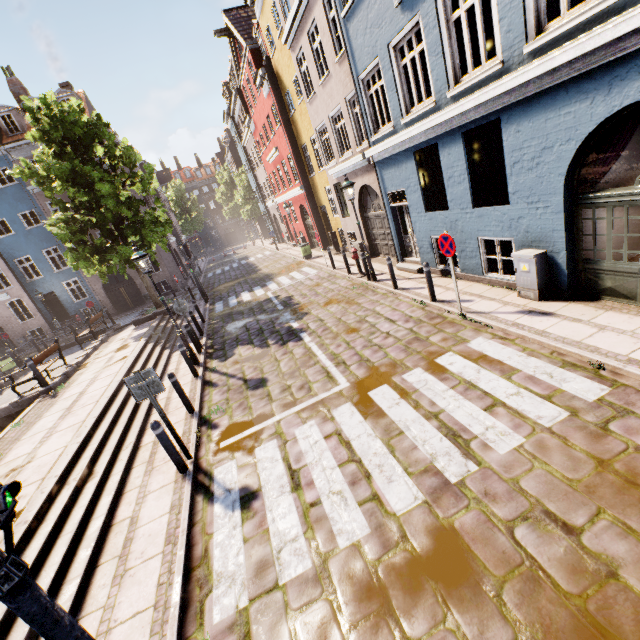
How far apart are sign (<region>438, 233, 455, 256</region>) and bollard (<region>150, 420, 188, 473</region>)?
6.7 meters

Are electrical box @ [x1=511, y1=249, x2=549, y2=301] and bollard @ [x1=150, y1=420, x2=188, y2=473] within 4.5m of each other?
no

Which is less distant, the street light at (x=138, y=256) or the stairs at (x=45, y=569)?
the stairs at (x=45, y=569)

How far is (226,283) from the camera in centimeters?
2384cm

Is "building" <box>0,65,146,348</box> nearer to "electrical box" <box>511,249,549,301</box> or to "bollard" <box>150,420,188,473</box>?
"bollard" <box>150,420,188,473</box>

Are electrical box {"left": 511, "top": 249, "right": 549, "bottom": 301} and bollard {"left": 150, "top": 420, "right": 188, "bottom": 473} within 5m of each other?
no

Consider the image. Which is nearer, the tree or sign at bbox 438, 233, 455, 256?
sign at bbox 438, 233, 455, 256

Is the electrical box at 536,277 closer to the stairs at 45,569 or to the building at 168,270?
the stairs at 45,569
